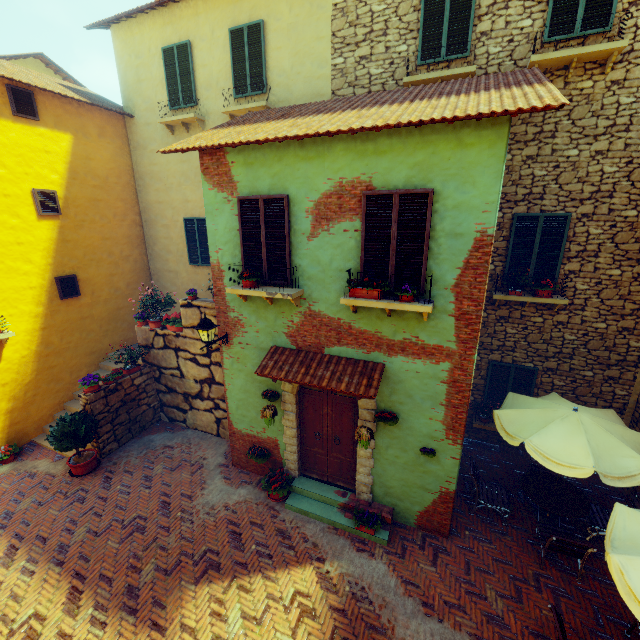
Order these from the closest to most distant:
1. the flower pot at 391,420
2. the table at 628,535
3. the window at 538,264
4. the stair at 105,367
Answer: the table at 628,535
the flower pot at 391,420
the window at 538,264
the stair at 105,367

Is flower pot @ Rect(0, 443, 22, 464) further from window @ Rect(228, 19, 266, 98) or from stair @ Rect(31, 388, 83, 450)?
window @ Rect(228, 19, 266, 98)

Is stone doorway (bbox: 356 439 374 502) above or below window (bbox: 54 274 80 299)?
below

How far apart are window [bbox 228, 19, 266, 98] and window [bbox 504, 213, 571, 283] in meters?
7.4 m

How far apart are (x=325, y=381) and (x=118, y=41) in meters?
13.0

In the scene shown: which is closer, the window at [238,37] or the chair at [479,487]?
the chair at [479,487]

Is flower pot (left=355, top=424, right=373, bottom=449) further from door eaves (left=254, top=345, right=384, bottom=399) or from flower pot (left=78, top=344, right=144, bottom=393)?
flower pot (left=78, top=344, right=144, bottom=393)

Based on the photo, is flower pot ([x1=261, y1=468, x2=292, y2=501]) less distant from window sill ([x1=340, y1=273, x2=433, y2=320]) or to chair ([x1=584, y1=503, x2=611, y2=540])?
window sill ([x1=340, y1=273, x2=433, y2=320])
